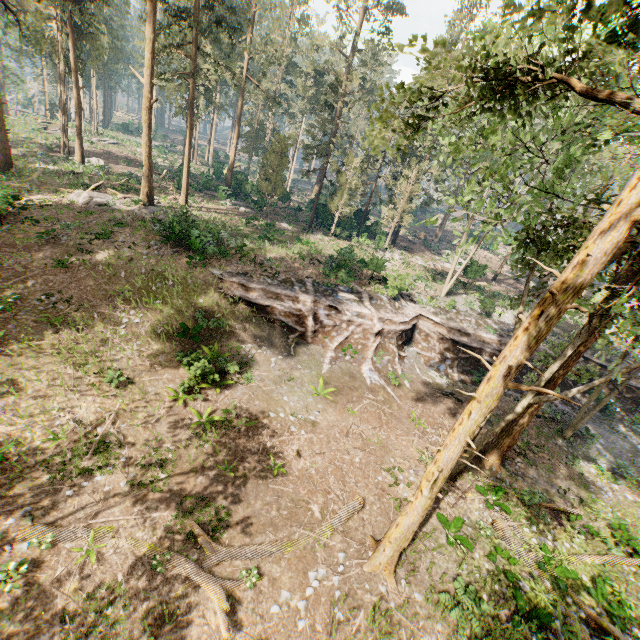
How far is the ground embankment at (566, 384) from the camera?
27.3 meters

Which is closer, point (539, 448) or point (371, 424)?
point (371, 424)

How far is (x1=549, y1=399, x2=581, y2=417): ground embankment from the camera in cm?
2502

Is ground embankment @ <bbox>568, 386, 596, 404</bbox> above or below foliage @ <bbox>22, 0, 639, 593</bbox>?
below

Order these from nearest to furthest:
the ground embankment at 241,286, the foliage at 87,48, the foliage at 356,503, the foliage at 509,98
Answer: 1. the foliage at 509,98
2. the foliage at 356,503
3. the ground embankment at 241,286
4. the foliage at 87,48

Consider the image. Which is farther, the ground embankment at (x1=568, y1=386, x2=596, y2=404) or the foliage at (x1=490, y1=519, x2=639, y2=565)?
the ground embankment at (x1=568, y1=386, x2=596, y2=404)

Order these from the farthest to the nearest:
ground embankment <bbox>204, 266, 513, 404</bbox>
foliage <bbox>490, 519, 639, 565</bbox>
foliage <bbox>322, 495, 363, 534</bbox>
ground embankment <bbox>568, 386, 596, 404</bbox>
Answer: ground embankment <bbox>568, 386, 596, 404</bbox> → ground embankment <bbox>204, 266, 513, 404</bbox> → foliage <bbox>490, 519, 639, 565</bbox> → foliage <bbox>322, 495, 363, 534</bbox>
